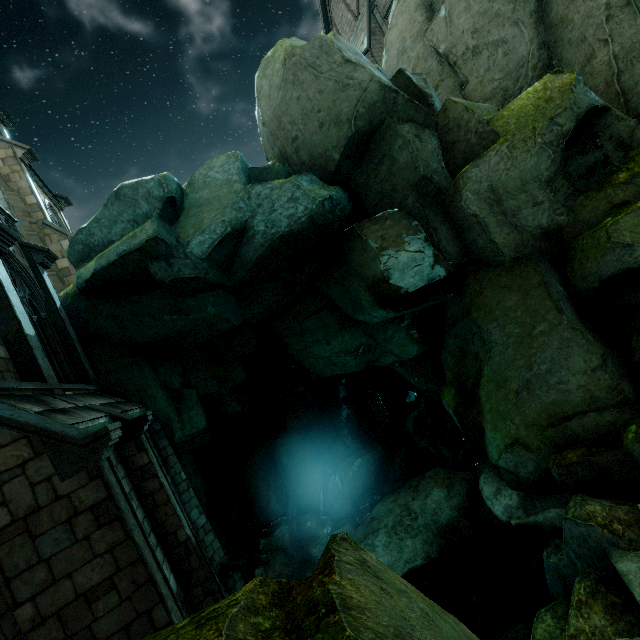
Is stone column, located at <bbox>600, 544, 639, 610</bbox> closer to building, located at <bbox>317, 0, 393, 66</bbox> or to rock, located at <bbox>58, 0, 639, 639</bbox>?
rock, located at <bbox>58, 0, 639, 639</bbox>

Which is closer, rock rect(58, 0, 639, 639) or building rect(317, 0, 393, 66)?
rock rect(58, 0, 639, 639)

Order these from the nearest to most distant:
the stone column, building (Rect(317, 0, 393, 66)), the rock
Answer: the stone column < the rock < building (Rect(317, 0, 393, 66))

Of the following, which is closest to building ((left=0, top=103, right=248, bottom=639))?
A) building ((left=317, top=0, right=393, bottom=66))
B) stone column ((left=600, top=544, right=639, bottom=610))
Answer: stone column ((left=600, top=544, right=639, bottom=610))

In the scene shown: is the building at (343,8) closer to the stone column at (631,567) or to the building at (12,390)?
the building at (12,390)

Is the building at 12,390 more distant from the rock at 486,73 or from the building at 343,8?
the building at 343,8

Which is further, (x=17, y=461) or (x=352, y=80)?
(x=352, y=80)
